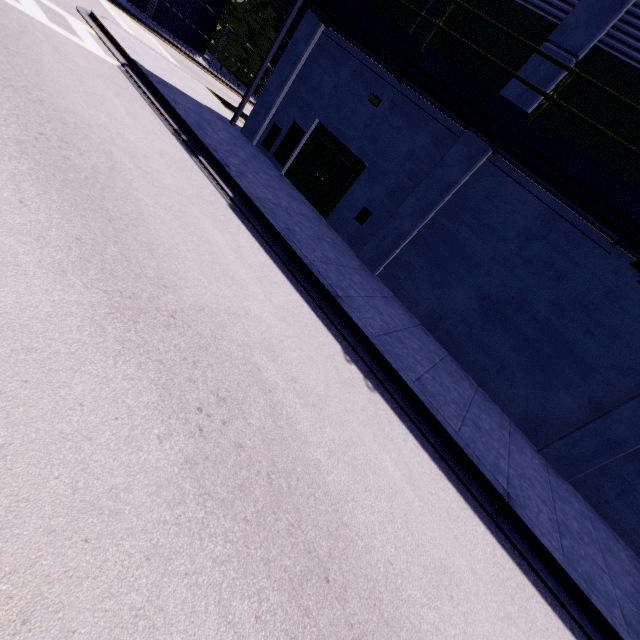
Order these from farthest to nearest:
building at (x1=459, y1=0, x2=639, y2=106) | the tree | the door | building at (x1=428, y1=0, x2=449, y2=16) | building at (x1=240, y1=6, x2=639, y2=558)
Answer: the tree < the door < building at (x1=428, y1=0, x2=449, y2=16) < building at (x1=240, y1=6, x2=639, y2=558) < building at (x1=459, y1=0, x2=639, y2=106)

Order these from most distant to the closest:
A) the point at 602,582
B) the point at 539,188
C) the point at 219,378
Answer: the point at 539,188 < the point at 602,582 < the point at 219,378

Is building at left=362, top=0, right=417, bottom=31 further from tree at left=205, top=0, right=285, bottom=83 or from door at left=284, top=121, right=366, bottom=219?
tree at left=205, top=0, right=285, bottom=83

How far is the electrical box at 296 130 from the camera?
12.5 meters

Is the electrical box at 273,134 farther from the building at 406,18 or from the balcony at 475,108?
the balcony at 475,108

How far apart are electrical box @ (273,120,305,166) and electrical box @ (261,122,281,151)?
0.22m

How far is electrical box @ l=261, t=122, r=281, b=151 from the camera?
13.1m

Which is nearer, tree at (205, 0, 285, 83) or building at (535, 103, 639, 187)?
building at (535, 103, 639, 187)
